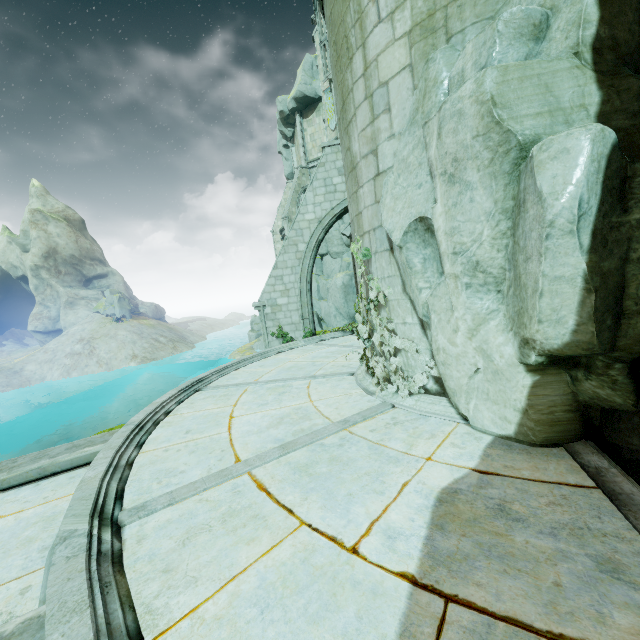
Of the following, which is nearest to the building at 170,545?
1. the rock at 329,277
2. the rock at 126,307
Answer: the rock at 329,277

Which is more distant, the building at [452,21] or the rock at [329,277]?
the rock at [329,277]

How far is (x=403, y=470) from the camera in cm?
333

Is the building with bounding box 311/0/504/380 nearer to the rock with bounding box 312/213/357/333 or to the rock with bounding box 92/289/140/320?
the rock with bounding box 312/213/357/333

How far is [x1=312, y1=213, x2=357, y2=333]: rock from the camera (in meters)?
28.45

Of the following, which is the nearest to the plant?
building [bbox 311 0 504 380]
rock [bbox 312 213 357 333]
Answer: building [bbox 311 0 504 380]

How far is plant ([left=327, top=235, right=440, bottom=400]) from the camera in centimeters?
485cm

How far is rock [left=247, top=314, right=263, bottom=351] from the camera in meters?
43.8 m
